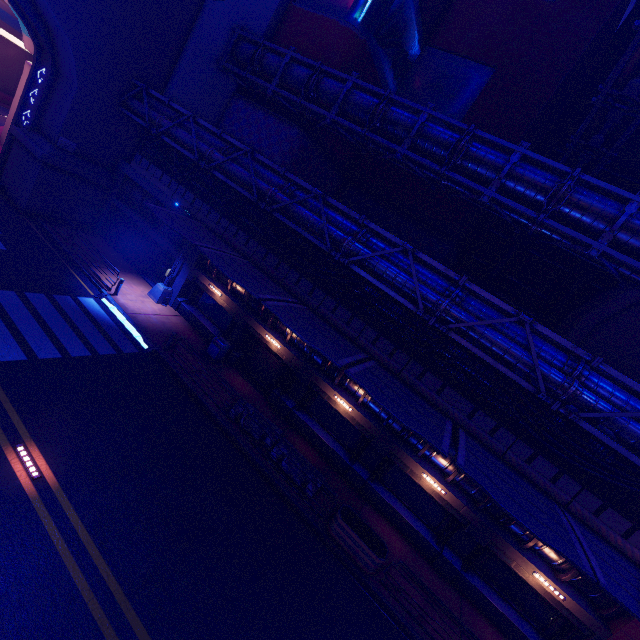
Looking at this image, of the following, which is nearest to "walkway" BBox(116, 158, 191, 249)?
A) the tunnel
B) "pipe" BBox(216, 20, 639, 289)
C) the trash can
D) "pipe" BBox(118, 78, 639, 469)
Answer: the trash can

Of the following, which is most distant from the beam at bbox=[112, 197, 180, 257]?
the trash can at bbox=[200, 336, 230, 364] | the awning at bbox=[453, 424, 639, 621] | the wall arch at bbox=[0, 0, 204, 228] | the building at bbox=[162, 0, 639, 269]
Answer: the awning at bbox=[453, 424, 639, 621]

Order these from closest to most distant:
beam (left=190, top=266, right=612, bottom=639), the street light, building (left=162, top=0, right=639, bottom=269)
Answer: beam (left=190, top=266, right=612, bottom=639)
the street light
building (left=162, top=0, right=639, bottom=269)

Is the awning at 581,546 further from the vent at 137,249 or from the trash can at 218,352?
the vent at 137,249

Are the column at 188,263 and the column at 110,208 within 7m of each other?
no

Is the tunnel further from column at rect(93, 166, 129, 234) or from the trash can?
the trash can

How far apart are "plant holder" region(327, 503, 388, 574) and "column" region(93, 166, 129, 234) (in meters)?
24.71

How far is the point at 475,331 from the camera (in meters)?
12.17
